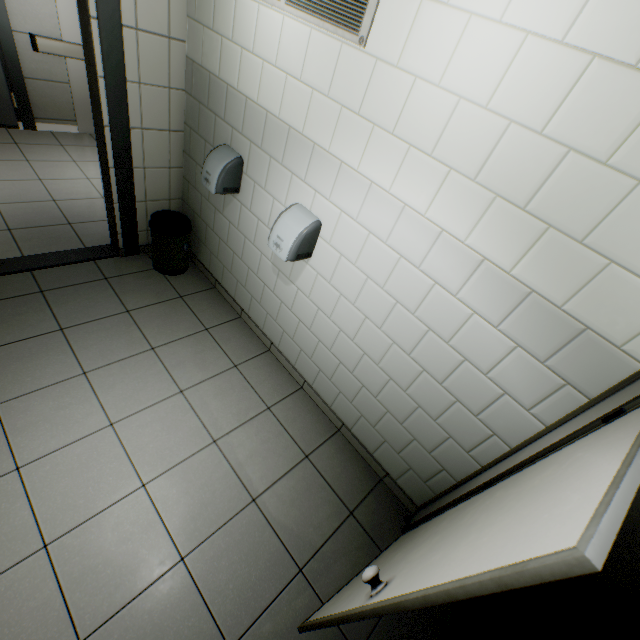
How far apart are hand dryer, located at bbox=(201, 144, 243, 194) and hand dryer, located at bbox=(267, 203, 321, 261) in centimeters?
65cm

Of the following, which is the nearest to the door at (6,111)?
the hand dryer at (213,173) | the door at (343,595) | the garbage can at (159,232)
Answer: the garbage can at (159,232)

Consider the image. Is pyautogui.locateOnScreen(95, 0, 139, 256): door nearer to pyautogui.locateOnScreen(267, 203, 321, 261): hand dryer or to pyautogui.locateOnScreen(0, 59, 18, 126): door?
pyautogui.locateOnScreen(267, 203, 321, 261): hand dryer

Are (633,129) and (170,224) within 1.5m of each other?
no

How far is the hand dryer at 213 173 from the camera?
2.5m

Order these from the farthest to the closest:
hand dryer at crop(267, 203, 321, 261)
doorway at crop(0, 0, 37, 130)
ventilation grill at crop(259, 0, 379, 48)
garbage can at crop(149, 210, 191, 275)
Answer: doorway at crop(0, 0, 37, 130)
garbage can at crop(149, 210, 191, 275)
hand dryer at crop(267, 203, 321, 261)
ventilation grill at crop(259, 0, 379, 48)

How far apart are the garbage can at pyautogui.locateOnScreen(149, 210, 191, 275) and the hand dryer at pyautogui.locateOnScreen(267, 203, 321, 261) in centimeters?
129cm

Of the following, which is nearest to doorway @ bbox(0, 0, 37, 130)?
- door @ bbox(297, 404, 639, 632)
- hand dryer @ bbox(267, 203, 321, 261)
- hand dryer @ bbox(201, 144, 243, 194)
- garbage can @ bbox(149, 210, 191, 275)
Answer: garbage can @ bbox(149, 210, 191, 275)
